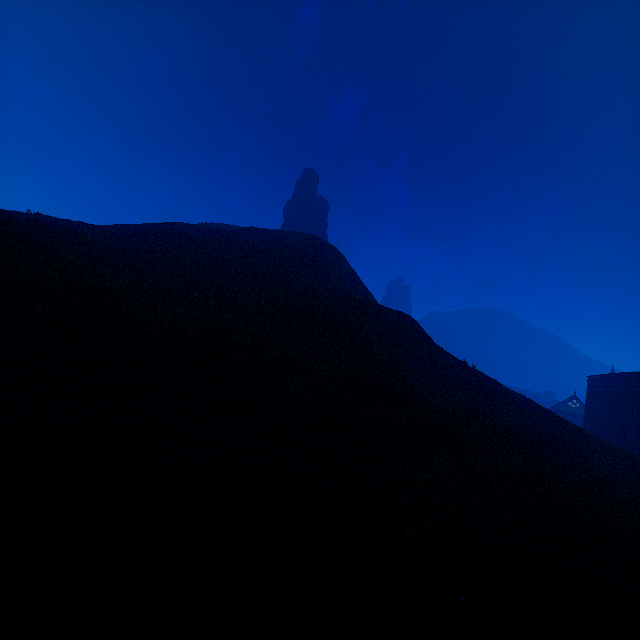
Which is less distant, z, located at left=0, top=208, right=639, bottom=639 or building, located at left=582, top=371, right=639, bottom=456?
z, located at left=0, top=208, right=639, bottom=639

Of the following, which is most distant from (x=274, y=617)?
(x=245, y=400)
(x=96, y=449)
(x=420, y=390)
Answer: (x=420, y=390)

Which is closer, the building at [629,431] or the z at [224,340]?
the z at [224,340]
